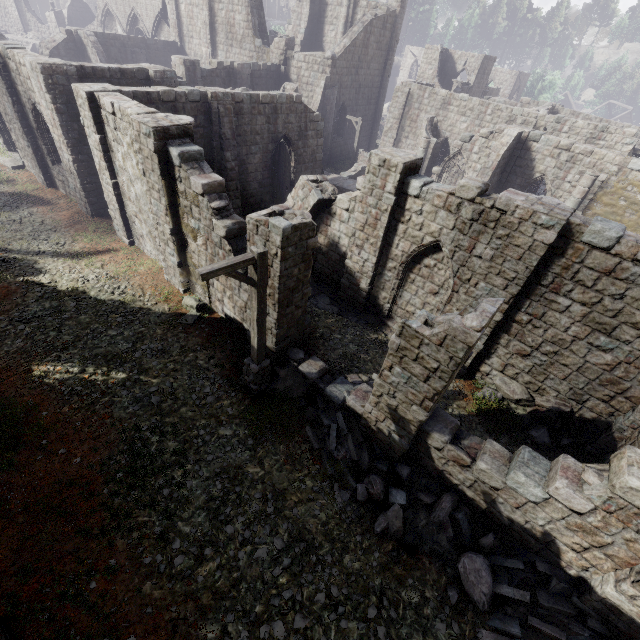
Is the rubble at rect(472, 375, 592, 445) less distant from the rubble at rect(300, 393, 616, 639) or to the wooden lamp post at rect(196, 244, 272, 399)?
the rubble at rect(300, 393, 616, 639)

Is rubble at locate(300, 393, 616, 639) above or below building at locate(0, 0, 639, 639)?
below

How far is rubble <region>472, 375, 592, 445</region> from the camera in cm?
992

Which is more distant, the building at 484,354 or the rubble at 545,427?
the rubble at 545,427

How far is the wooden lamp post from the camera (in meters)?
6.38

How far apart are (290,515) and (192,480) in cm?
245

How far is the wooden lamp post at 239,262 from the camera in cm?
638

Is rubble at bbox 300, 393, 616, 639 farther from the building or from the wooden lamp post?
the wooden lamp post
